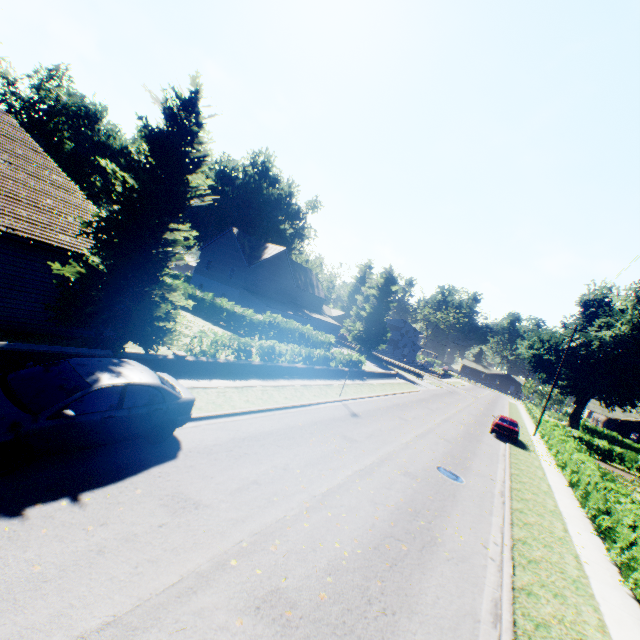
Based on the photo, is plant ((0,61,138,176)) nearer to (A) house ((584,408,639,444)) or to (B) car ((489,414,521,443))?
(A) house ((584,408,639,444))

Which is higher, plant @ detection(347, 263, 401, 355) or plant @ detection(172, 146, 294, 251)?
plant @ detection(172, 146, 294, 251)

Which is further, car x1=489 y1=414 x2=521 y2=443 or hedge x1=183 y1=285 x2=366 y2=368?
car x1=489 y1=414 x2=521 y2=443

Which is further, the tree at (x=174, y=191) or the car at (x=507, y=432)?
the car at (x=507, y=432)

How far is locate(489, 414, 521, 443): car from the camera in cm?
2434

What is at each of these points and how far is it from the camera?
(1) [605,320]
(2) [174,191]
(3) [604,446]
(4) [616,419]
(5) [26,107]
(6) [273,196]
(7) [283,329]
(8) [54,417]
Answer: (1) plant, 43.72m
(2) tree, 11.99m
(3) hedge, 33.41m
(4) house, 57.78m
(5) plant, 54.84m
(6) plant, 58.75m
(7) hedge, 27.80m
(8) car, 5.88m

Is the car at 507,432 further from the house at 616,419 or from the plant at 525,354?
the house at 616,419

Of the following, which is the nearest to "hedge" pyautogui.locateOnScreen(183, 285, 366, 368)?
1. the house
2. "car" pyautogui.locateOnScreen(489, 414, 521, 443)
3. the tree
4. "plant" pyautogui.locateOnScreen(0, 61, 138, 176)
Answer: the tree
